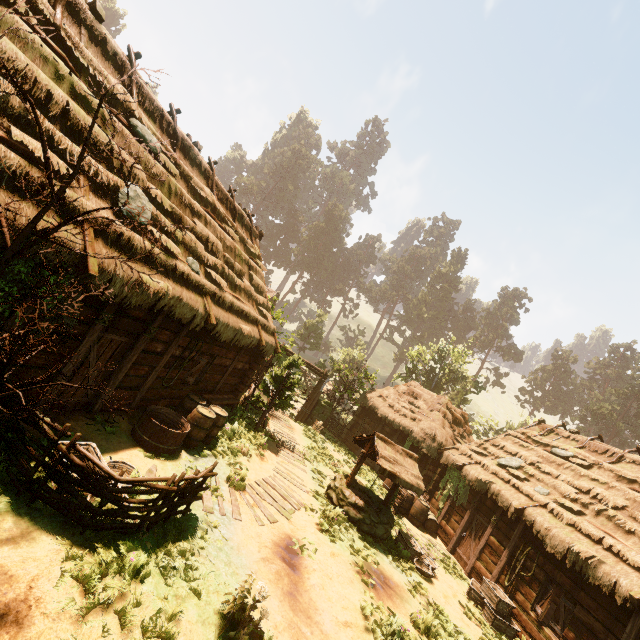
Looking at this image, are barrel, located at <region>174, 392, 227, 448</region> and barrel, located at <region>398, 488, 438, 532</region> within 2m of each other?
no

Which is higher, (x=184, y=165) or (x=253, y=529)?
(x=184, y=165)

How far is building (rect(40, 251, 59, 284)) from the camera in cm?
494

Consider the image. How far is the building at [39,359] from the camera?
5.9m

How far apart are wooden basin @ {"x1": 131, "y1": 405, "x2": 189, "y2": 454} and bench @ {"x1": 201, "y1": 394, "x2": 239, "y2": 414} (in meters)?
2.08

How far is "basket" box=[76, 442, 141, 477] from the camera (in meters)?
5.86

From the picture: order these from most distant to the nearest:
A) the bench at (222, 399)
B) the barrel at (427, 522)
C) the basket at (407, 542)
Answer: the barrel at (427, 522) < the bench at (222, 399) < the basket at (407, 542)

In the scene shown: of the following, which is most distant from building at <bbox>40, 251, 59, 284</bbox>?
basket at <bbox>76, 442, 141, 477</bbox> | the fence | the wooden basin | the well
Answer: the well
